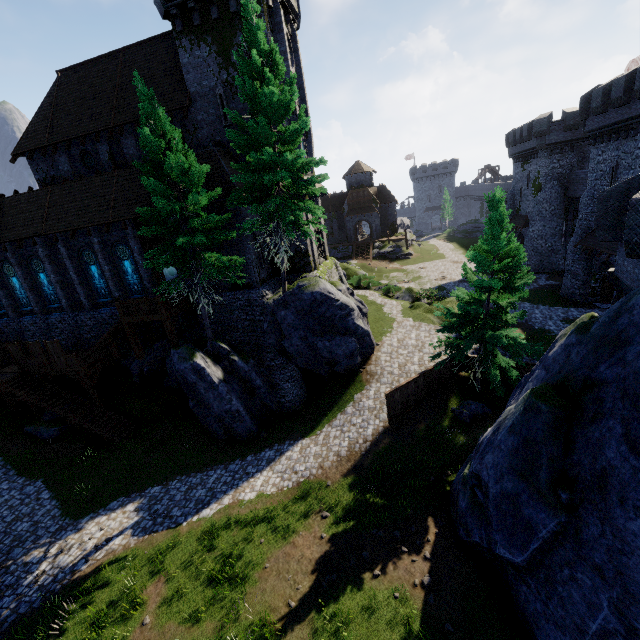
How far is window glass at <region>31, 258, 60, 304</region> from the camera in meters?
24.4

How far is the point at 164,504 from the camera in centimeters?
1612cm

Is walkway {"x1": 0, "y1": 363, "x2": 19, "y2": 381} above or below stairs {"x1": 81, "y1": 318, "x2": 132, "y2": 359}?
below

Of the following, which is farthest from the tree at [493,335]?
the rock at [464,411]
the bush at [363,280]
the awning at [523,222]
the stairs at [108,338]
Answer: the awning at [523,222]

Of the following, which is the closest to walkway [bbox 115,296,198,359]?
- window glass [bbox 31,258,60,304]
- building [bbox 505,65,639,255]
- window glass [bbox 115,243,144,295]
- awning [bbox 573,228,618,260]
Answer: window glass [bbox 115,243,144,295]

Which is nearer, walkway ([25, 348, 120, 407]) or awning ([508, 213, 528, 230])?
walkway ([25, 348, 120, 407])

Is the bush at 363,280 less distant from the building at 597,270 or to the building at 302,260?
the building at 302,260

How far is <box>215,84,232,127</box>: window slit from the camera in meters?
19.9 m
